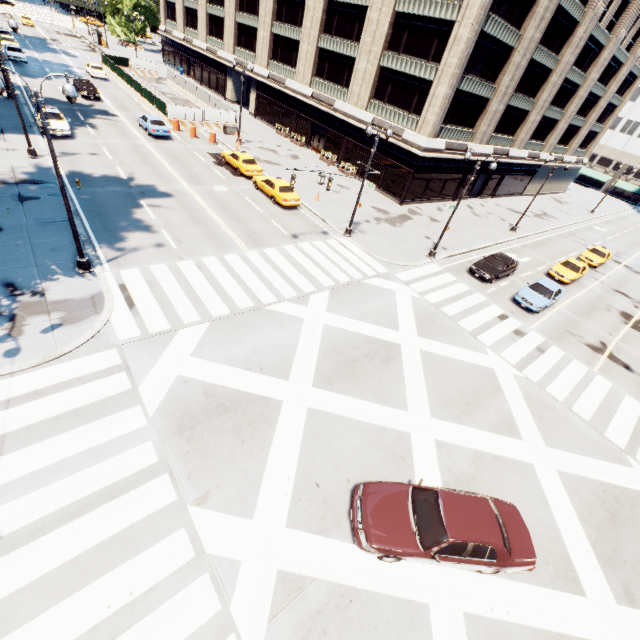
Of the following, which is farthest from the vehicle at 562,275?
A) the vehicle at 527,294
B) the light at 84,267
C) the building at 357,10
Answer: the light at 84,267

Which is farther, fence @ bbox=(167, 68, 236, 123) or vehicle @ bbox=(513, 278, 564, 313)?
fence @ bbox=(167, 68, 236, 123)

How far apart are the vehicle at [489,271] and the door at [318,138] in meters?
24.5 m

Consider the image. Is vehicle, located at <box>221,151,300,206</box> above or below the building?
below

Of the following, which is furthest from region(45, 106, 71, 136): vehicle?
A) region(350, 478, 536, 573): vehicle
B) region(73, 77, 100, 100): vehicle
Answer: region(350, 478, 536, 573): vehicle

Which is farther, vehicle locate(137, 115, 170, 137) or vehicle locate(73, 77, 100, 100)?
vehicle locate(73, 77, 100, 100)

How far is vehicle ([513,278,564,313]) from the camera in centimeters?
2138cm

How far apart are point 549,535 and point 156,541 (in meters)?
11.98
